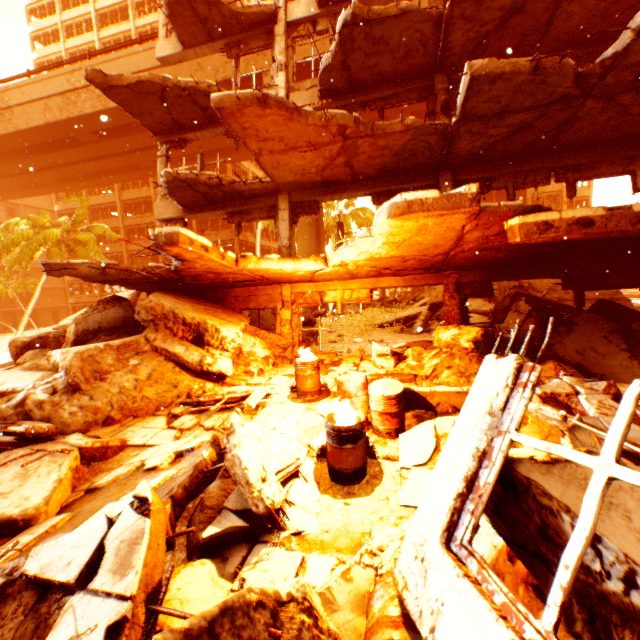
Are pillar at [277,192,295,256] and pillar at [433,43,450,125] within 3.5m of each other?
no

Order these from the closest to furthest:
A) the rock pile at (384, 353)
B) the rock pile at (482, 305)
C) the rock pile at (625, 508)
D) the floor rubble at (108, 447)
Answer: the rock pile at (625, 508)
the floor rubble at (108, 447)
the rock pile at (384, 353)
the rock pile at (482, 305)

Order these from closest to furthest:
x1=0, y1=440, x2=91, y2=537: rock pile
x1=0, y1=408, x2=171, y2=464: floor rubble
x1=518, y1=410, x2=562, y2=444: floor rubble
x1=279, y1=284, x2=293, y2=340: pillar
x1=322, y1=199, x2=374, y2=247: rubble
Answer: x1=0, y1=440, x2=91, y2=537: rock pile < x1=518, y1=410, x2=562, y2=444: floor rubble < x1=0, y1=408, x2=171, y2=464: floor rubble < x1=279, y1=284, x2=293, y2=340: pillar < x1=322, y1=199, x2=374, y2=247: rubble

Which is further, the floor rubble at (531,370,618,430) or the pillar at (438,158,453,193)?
the pillar at (438,158,453,193)

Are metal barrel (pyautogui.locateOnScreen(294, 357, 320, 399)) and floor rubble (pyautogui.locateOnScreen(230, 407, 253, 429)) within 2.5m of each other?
yes

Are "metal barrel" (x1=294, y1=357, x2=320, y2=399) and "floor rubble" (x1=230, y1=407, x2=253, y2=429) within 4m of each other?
yes

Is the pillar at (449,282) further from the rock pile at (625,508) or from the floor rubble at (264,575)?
the floor rubble at (264,575)

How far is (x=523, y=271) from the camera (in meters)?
8.71
